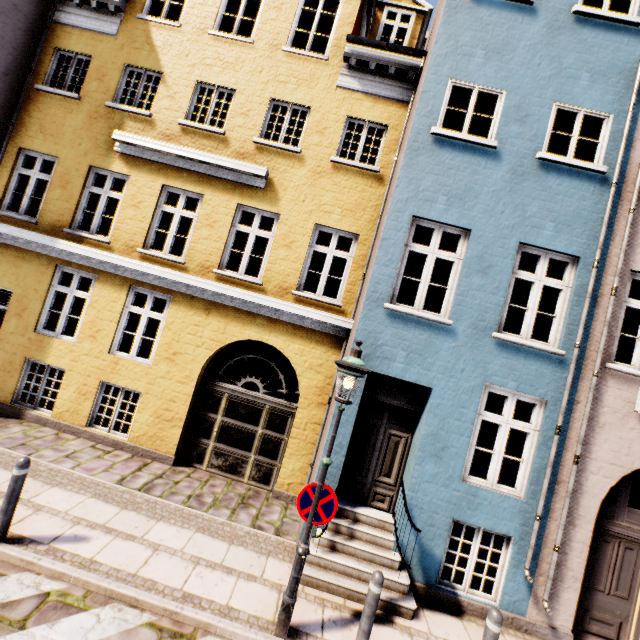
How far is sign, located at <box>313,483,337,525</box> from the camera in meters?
4.2 m

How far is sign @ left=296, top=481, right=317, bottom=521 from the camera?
4.21m

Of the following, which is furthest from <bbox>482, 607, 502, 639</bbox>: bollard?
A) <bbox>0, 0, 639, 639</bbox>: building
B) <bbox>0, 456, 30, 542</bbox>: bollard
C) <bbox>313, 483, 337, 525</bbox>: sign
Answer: <bbox>0, 456, 30, 542</bbox>: bollard

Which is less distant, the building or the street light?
the street light

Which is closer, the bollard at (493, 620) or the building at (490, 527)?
the bollard at (493, 620)

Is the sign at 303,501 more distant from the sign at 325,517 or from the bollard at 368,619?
the bollard at 368,619

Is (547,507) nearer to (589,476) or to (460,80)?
(589,476)

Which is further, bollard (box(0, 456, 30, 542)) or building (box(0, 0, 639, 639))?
building (box(0, 0, 639, 639))
